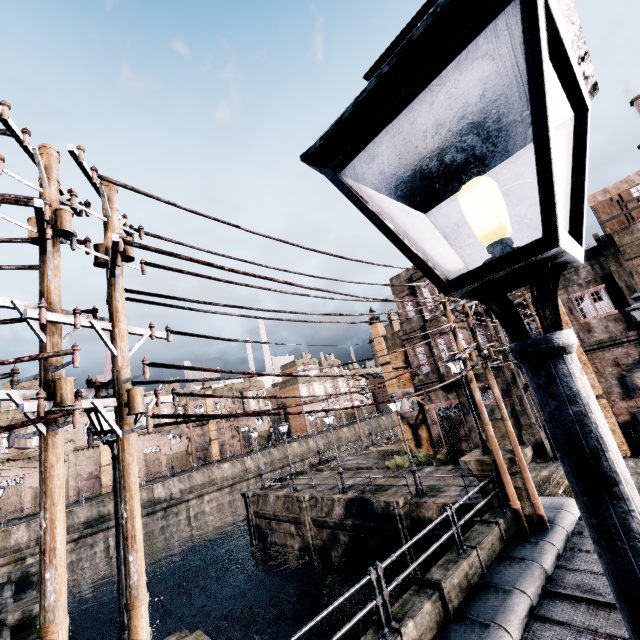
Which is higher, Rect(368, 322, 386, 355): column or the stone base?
Rect(368, 322, 386, 355): column

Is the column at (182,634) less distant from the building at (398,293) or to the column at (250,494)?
the building at (398,293)

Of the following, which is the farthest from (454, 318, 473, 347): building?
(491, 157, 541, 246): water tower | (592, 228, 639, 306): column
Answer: (491, 157, 541, 246): water tower

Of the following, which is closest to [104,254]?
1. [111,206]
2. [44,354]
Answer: [111,206]

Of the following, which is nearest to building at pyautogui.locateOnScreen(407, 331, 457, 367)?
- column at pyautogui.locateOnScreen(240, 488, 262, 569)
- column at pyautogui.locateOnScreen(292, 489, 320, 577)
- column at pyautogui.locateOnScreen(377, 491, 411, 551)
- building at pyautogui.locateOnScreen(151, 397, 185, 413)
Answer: column at pyautogui.locateOnScreen(377, 491, 411, 551)

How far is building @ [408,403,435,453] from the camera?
30.3m

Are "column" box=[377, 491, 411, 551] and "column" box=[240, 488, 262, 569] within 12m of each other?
no

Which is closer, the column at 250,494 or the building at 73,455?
the column at 250,494
